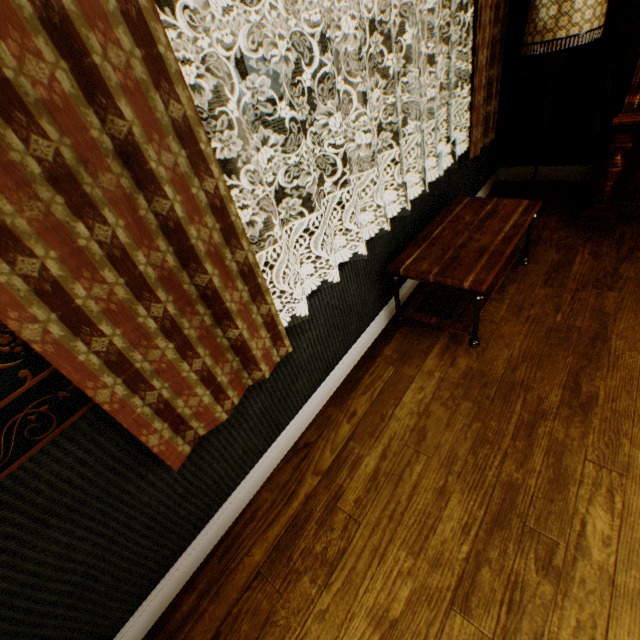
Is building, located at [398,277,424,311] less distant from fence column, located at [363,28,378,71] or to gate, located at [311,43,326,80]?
gate, located at [311,43,326,80]

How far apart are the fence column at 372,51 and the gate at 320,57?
4.80m

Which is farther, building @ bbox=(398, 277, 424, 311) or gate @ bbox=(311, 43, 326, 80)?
gate @ bbox=(311, 43, 326, 80)

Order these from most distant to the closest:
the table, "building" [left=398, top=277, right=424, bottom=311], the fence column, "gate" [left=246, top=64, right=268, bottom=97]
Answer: the fence column, "gate" [left=246, top=64, right=268, bottom=97], "building" [left=398, top=277, right=424, bottom=311], the table

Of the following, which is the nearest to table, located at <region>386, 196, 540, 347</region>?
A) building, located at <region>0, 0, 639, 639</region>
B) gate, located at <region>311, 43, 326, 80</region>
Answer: building, located at <region>0, 0, 639, 639</region>

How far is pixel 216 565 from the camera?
1.6 meters

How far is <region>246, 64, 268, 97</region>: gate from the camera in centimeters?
1597cm

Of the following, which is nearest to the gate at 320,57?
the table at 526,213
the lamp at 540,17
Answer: the lamp at 540,17
